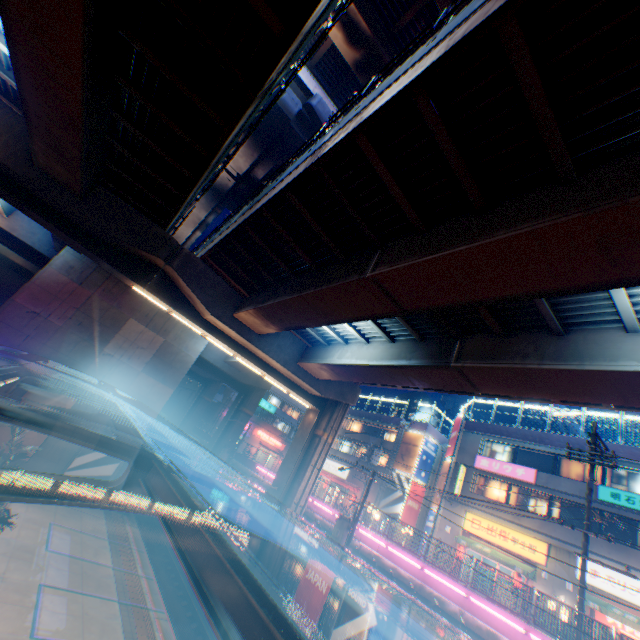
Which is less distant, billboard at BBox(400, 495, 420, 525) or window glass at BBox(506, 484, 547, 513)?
window glass at BBox(506, 484, 547, 513)

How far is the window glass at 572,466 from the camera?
22.5 meters

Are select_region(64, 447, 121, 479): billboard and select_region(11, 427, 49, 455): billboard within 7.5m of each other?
yes

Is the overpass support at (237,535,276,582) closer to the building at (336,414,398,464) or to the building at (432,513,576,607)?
the building at (336,414,398,464)

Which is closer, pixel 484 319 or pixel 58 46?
pixel 58 46

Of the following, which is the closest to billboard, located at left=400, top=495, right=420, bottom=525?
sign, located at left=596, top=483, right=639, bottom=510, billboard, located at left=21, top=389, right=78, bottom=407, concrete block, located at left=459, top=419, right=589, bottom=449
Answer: concrete block, located at left=459, top=419, right=589, bottom=449

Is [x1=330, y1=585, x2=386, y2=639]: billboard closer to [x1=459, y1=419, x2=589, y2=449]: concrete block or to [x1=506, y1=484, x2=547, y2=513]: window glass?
[x1=506, y1=484, x2=547, y2=513]: window glass

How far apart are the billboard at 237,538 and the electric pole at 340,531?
9.8m
